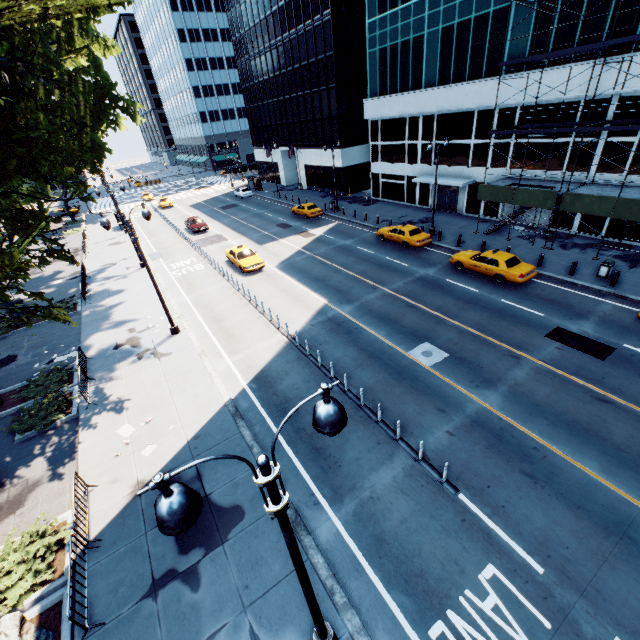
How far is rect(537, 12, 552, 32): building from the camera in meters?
21.5 m

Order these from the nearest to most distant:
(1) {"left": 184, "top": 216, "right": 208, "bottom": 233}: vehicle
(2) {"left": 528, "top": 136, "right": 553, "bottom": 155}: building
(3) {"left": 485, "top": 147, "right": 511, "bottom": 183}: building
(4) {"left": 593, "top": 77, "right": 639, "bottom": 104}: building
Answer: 1. (4) {"left": 593, "top": 77, "right": 639, "bottom": 104}: building
2. (2) {"left": 528, "top": 136, "right": 553, "bottom": 155}: building
3. (3) {"left": 485, "top": 147, "right": 511, "bottom": 183}: building
4. (1) {"left": 184, "top": 216, "right": 208, "bottom": 233}: vehicle

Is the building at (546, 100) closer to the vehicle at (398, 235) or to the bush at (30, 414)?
the vehicle at (398, 235)

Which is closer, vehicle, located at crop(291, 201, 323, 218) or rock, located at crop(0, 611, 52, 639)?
rock, located at crop(0, 611, 52, 639)

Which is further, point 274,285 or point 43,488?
point 274,285

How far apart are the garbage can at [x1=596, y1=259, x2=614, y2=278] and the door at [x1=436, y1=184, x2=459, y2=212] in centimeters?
1599cm

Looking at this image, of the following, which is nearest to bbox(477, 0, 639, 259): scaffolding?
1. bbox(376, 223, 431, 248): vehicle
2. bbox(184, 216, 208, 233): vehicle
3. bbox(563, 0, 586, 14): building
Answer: bbox(563, 0, 586, 14): building

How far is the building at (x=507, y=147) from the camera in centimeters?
2619cm
